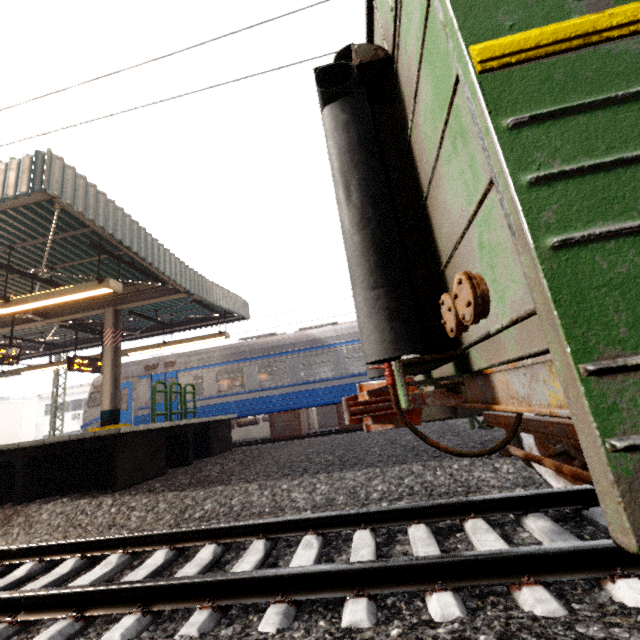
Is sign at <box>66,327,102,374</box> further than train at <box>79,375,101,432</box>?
No

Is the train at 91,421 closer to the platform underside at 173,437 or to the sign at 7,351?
the platform underside at 173,437

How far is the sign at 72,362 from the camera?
10.7 meters

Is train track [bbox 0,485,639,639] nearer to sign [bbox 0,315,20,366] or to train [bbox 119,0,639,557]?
train [bbox 119,0,639,557]

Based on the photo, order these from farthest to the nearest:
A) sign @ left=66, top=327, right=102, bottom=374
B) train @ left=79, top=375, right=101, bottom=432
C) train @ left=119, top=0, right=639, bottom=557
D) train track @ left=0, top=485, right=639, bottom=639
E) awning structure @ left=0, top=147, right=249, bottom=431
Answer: train @ left=79, top=375, right=101, bottom=432
sign @ left=66, top=327, right=102, bottom=374
awning structure @ left=0, top=147, right=249, bottom=431
train track @ left=0, top=485, right=639, bottom=639
train @ left=119, top=0, right=639, bottom=557

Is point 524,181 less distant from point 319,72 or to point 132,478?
point 319,72

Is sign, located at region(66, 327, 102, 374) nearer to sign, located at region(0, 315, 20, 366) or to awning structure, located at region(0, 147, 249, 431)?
awning structure, located at region(0, 147, 249, 431)

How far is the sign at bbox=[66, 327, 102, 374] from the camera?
10.7m
